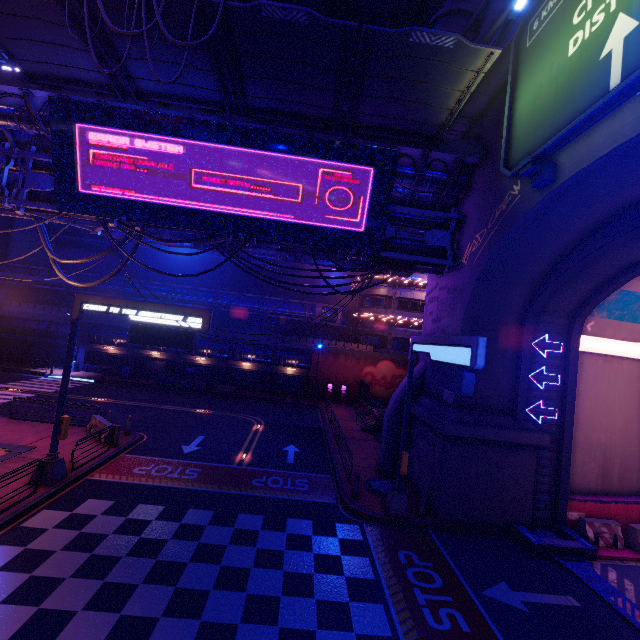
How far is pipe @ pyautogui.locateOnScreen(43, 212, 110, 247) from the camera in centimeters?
1482cm

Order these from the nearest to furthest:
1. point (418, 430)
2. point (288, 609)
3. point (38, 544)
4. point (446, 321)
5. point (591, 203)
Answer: point (288, 609) < point (38, 544) < point (591, 203) < point (446, 321) < point (418, 430)

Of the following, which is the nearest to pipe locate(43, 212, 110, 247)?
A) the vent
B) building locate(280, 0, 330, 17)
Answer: building locate(280, 0, 330, 17)

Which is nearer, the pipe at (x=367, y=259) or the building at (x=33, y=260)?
the pipe at (x=367, y=259)

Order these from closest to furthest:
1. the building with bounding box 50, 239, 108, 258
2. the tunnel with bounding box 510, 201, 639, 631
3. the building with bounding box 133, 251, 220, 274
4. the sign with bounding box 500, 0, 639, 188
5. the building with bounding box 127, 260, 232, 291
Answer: the sign with bounding box 500, 0, 639, 188
the tunnel with bounding box 510, 201, 639, 631
the building with bounding box 50, 239, 108, 258
the building with bounding box 127, 260, 232, 291
the building with bounding box 133, 251, 220, 274

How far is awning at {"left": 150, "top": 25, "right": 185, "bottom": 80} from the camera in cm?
1052

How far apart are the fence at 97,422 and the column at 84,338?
21.36m

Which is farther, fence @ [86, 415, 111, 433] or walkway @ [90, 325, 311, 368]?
walkway @ [90, 325, 311, 368]
